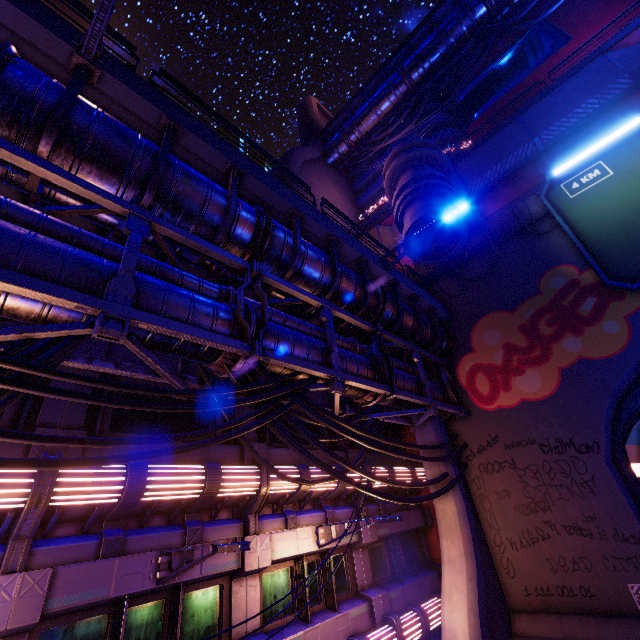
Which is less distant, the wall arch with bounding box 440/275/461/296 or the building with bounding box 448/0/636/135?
the wall arch with bounding box 440/275/461/296

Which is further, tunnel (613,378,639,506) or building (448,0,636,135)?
building (448,0,636,135)

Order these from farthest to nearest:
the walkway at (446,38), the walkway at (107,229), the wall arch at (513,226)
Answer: the walkway at (446,38), the wall arch at (513,226), the walkway at (107,229)

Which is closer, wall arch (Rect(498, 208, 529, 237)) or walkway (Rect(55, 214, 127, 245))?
walkway (Rect(55, 214, 127, 245))

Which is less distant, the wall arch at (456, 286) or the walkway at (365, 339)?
the walkway at (365, 339)

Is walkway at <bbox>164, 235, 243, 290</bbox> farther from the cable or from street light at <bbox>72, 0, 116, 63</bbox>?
the cable

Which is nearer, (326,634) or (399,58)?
(326,634)

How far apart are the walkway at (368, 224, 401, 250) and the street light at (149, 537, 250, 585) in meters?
19.3
